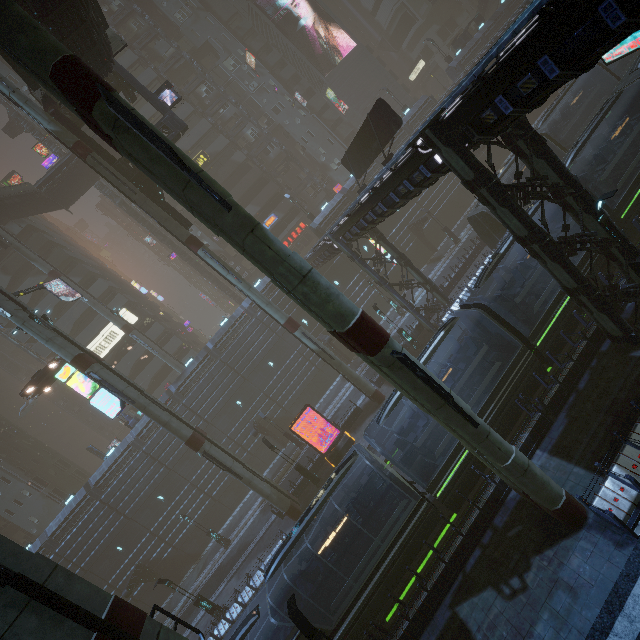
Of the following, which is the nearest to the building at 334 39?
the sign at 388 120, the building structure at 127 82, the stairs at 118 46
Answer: the sign at 388 120

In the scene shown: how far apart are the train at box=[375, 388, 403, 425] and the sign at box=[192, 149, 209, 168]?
40.7 meters

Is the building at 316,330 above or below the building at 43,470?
below

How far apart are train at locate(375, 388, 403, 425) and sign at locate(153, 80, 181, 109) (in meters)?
24.59

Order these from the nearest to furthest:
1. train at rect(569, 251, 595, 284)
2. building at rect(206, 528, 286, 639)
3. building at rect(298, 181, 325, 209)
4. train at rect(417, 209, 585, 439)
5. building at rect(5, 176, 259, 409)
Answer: train at rect(417, 209, 585, 439) → train at rect(569, 251, 595, 284) → building at rect(206, 528, 286, 639) → building at rect(5, 176, 259, 409) → building at rect(298, 181, 325, 209)

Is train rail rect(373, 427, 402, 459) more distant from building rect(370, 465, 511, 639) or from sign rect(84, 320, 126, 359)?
sign rect(84, 320, 126, 359)

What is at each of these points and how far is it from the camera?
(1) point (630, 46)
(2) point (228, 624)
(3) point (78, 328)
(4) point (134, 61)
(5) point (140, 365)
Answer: (1) sign, 12.38m
(2) building, 21.25m
(3) building, 43.12m
(4) building, 41.97m
(5) building, 44.81m

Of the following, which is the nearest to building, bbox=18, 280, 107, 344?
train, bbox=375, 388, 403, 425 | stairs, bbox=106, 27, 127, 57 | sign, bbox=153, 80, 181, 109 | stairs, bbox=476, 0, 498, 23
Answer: stairs, bbox=106, 27, 127, 57
